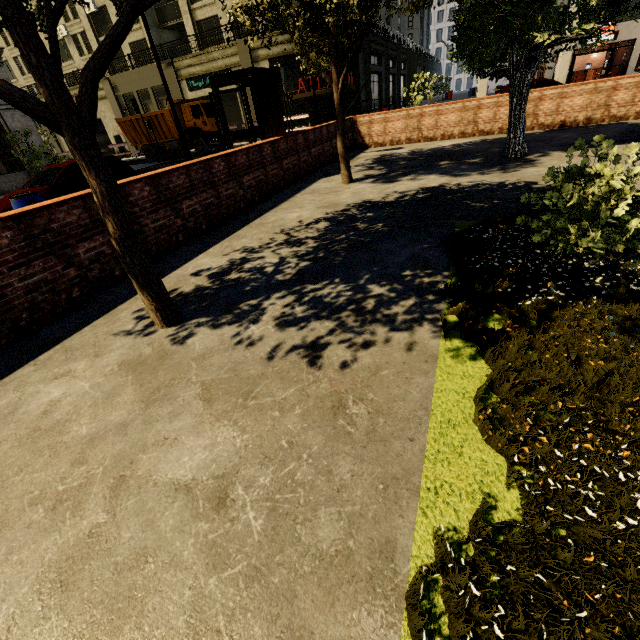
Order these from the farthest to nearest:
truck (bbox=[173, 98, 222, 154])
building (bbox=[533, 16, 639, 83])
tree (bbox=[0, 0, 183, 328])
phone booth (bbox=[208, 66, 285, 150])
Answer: truck (bbox=[173, 98, 222, 154])
building (bbox=[533, 16, 639, 83])
phone booth (bbox=[208, 66, 285, 150])
tree (bbox=[0, 0, 183, 328])

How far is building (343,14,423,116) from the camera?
28.8 meters

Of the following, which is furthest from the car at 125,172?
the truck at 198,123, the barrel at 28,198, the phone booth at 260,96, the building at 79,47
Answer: the truck at 198,123

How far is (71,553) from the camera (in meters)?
1.67

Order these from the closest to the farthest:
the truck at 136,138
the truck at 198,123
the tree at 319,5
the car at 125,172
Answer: the tree at 319,5, the car at 125,172, the truck at 198,123, the truck at 136,138

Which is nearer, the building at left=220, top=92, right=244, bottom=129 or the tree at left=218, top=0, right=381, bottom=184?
the tree at left=218, top=0, right=381, bottom=184

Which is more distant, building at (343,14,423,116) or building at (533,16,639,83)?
building at (343,14,423,116)

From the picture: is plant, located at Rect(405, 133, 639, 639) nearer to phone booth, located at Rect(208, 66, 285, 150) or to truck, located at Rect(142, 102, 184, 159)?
phone booth, located at Rect(208, 66, 285, 150)
